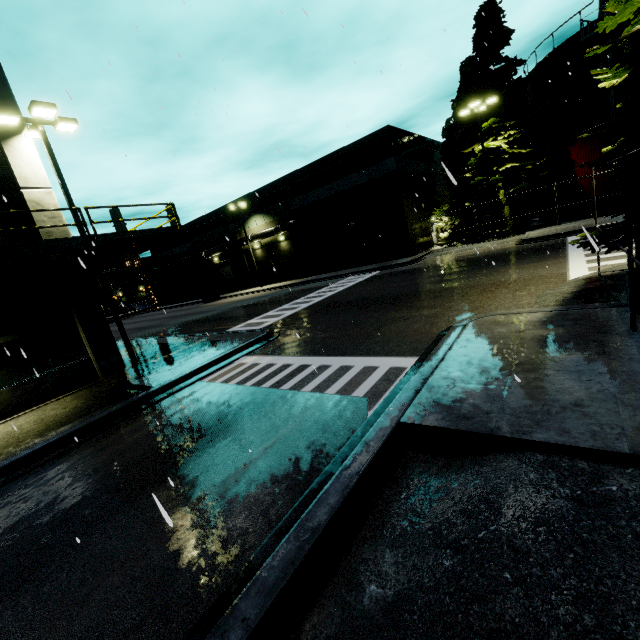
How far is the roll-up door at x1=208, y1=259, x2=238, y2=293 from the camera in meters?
44.8 m

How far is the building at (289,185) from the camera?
28.33m

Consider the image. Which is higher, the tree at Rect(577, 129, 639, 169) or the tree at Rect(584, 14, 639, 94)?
the tree at Rect(584, 14, 639, 94)

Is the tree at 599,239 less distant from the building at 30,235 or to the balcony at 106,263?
the building at 30,235

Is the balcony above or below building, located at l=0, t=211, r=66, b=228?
below

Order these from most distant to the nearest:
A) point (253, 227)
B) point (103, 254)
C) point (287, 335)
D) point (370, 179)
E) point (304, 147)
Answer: point (253, 227), point (370, 179), point (103, 254), point (287, 335), point (304, 147)

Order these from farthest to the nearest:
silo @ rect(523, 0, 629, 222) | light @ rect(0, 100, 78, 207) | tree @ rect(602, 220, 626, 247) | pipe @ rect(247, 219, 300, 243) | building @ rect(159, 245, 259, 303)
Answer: building @ rect(159, 245, 259, 303) → pipe @ rect(247, 219, 300, 243) → silo @ rect(523, 0, 629, 222) → light @ rect(0, 100, 78, 207) → tree @ rect(602, 220, 626, 247)

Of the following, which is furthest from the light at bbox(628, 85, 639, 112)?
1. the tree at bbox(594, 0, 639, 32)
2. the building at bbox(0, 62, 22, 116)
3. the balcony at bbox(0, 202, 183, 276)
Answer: the building at bbox(0, 62, 22, 116)
